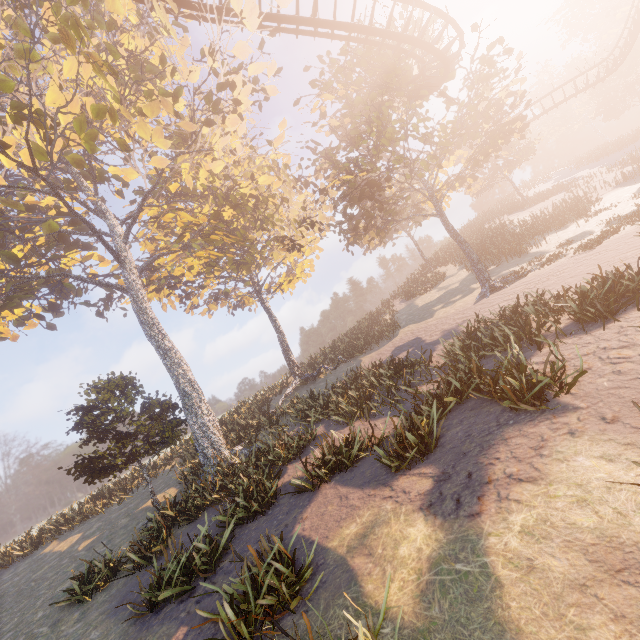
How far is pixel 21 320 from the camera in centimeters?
2481cm

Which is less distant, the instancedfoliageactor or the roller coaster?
the instancedfoliageactor

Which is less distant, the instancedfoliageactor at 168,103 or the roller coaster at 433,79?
the instancedfoliageactor at 168,103
